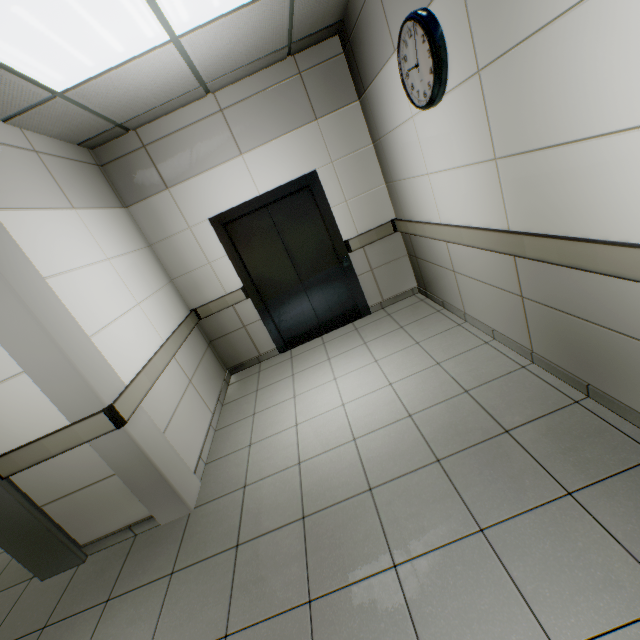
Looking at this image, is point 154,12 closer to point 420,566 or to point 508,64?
point 508,64

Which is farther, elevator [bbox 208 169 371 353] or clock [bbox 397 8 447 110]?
elevator [bbox 208 169 371 353]

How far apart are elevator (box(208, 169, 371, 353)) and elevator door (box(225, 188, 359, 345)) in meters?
0.0 m

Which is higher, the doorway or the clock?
the clock

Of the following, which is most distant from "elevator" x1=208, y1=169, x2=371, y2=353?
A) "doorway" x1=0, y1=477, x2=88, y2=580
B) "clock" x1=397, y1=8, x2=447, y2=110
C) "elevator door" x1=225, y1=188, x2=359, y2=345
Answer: "doorway" x1=0, y1=477, x2=88, y2=580

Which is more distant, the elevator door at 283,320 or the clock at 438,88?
the elevator door at 283,320

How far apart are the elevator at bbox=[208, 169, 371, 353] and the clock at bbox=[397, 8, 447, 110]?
1.62m

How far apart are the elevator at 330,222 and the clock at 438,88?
1.6 meters
